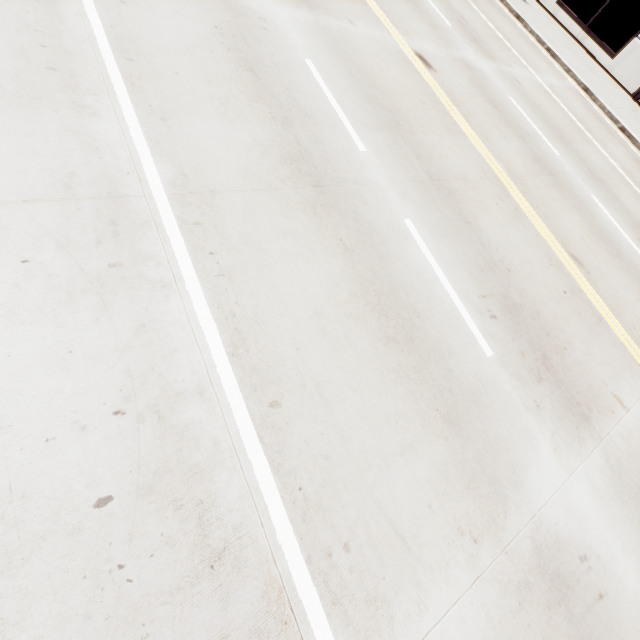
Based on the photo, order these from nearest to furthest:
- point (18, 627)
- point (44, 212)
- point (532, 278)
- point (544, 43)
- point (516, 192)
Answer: point (18, 627)
point (44, 212)
point (532, 278)
point (516, 192)
point (544, 43)
